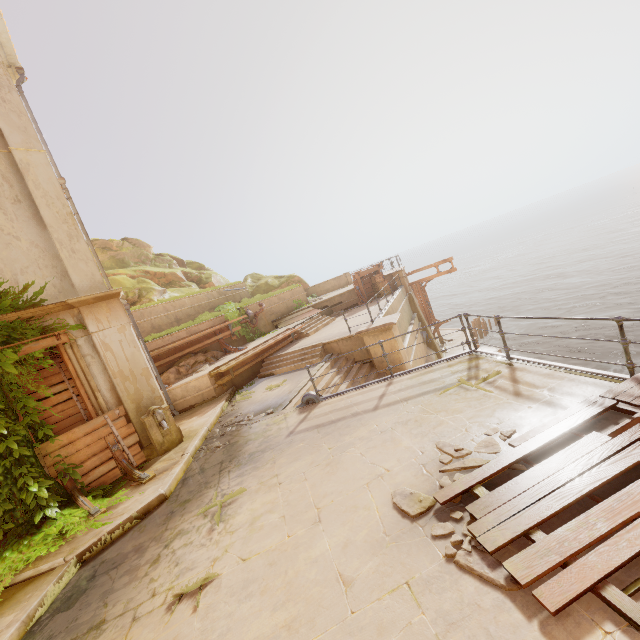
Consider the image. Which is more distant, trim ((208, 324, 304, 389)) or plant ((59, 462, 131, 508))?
trim ((208, 324, 304, 389))

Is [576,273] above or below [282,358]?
below

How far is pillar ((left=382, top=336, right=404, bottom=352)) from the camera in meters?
12.0

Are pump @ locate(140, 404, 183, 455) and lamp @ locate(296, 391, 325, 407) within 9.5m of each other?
yes

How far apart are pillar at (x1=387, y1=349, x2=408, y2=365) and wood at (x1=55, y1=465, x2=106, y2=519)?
8.65m

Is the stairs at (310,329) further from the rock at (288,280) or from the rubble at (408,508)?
the rubble at (408,508)

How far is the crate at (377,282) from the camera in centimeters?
2116cm

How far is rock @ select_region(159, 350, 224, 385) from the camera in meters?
13.1 m
